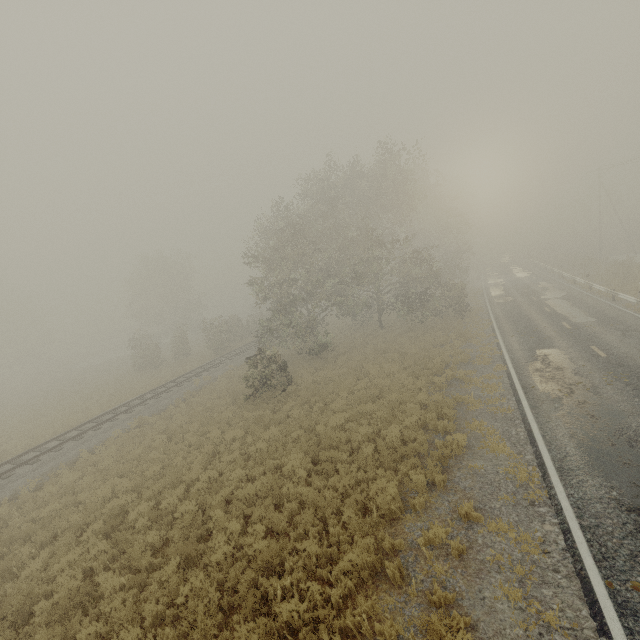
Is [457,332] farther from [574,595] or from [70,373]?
[70,373]

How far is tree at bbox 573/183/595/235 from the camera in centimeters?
4912cm

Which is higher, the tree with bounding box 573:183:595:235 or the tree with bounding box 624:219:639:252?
the tree with bounding box 573:183:595:235

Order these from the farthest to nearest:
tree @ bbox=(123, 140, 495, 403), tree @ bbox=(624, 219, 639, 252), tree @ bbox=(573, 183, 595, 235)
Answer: tree @ bbox=(573, 183, 595, 235), tree @ bbox=(624, 219, 639, 252), tree @ bbox=(123, 140, 495, 403)

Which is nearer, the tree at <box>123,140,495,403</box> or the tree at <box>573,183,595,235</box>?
the tree at <box>123,140,495,403</box>

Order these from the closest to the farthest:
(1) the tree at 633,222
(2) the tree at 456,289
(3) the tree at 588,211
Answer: (2) the tree at 456,289
(1) the tree at 633,222
(3) the tree at 588,211

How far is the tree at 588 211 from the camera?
49.12m
